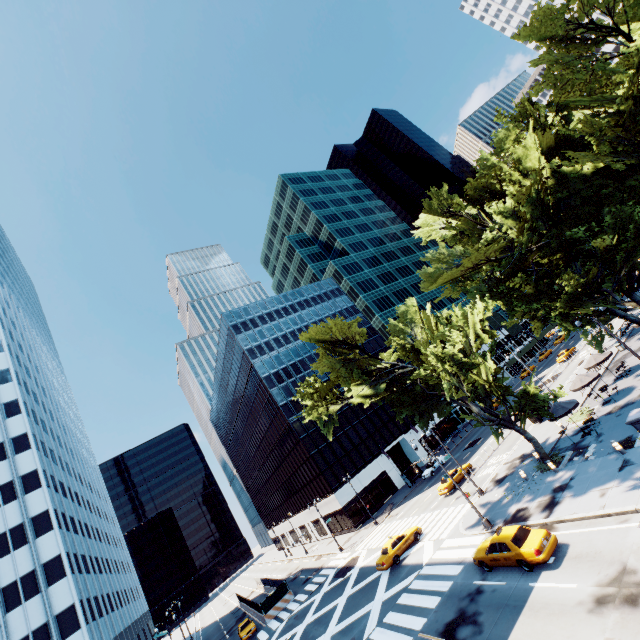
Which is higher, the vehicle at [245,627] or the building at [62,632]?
the building at [62,632]

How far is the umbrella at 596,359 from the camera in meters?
31.1 m

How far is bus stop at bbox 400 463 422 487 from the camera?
49.8 meters

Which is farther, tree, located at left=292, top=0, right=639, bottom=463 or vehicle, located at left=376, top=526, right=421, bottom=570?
vehicle, located at left=376, top=526, right=421, bottom=570

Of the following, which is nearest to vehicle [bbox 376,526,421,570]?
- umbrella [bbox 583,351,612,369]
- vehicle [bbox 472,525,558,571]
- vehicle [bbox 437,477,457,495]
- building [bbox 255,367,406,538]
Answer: vehicle [bbox 437,477,457,495]

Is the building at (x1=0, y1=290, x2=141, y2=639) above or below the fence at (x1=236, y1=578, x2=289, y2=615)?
above

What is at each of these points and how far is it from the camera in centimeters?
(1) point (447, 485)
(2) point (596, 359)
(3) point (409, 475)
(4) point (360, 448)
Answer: (1) vehicle, 3488cm
(2) umbrella, 3164cm
(3) bus stop, 5125cm
(4) building, 5678cm

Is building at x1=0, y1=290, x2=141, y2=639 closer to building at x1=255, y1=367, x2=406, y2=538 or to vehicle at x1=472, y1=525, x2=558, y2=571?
building at x1=255, y1=367, x2=406, y2=538
